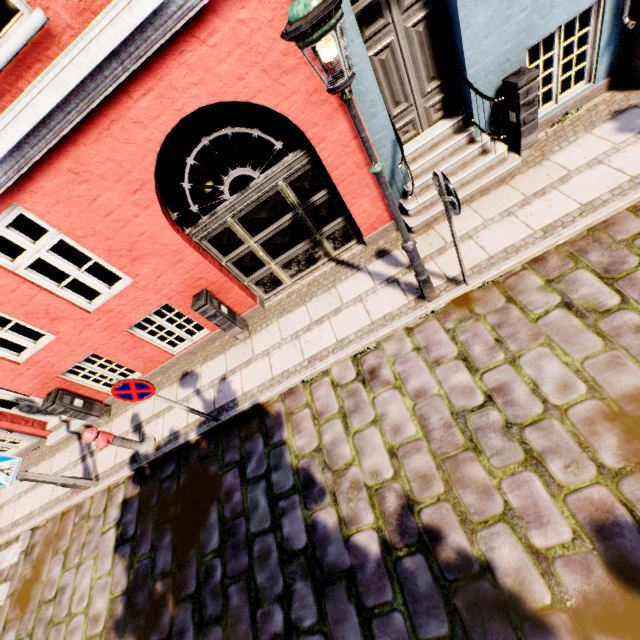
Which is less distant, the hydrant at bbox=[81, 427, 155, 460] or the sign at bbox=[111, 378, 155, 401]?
the sign at bbox=[111, 378, 155, 401]

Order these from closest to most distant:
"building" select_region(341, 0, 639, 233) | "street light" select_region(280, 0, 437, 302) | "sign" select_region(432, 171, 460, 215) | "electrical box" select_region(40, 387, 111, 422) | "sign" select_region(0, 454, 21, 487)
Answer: "street light" select_region(280, 0, 437, 302)
"sign" select_region(432, 171, 460, 215)
"building" select_region(341, 0, 639, 233)
"sign" select_region(0, 454, 21, 487)
"electrical box" select_region(40, 387, 111, 422)

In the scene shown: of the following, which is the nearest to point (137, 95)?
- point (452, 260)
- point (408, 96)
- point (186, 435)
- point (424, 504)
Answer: point (408, 96)

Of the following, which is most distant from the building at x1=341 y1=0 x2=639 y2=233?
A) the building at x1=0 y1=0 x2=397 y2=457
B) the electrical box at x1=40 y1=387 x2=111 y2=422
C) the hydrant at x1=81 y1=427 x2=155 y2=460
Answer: the building at x1=0 y1=0 x2=397 y2=457

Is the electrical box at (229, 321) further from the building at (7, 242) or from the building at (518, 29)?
the building at (7, 242)

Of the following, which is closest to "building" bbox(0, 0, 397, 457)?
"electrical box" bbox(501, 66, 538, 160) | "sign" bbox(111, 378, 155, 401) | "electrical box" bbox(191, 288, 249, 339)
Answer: "sign" bbox(111, 378, 155, 401)

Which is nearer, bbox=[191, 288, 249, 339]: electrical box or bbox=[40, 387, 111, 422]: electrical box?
bbox=[191, 288, 249, 339]: electrical box

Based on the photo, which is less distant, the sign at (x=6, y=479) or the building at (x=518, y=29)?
the building at (x=518, y=29)
